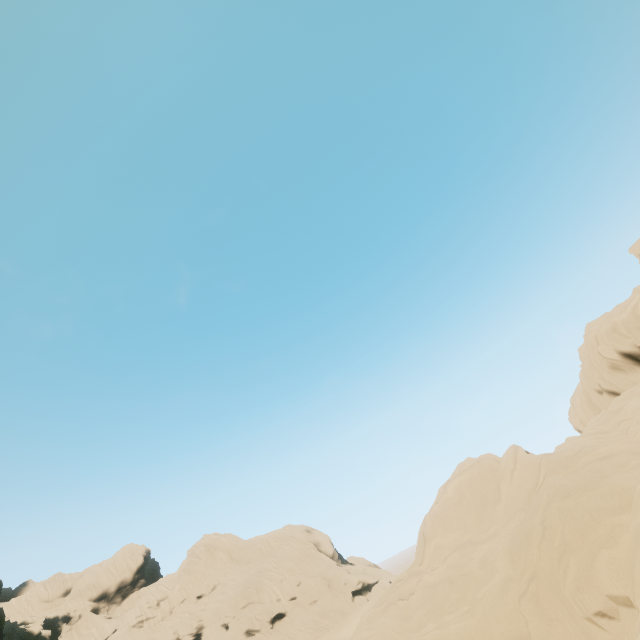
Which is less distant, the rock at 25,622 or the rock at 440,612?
the rock at 440,612

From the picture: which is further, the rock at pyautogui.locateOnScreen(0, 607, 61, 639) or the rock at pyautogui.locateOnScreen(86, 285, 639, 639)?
the rock at pyautogui.locateOnScreen(0, 607, 61, 639)

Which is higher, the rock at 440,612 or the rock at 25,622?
the rock at 25,622

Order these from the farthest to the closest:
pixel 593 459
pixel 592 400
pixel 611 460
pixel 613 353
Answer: pixel 592 400, pixel 613 353, pixel 593 459, pixel 611 460

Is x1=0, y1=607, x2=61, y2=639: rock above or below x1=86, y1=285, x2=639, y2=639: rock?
above
